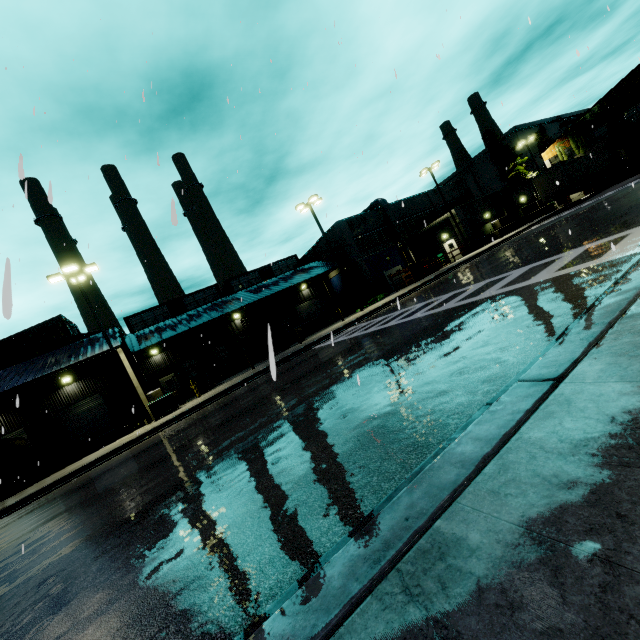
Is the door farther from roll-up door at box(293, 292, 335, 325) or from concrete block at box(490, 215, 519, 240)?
concrete block at box(490, 215, 519, 240)

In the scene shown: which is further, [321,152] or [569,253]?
[569,253]

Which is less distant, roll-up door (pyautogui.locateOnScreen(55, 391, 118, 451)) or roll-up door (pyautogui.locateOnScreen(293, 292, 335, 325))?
roll-up door (pyautogui.locateOnScreen(55, 391, 118, 451))

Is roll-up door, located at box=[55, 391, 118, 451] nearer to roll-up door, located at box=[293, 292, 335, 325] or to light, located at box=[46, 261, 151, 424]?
light, located at box=[46, 261, 151, 424]

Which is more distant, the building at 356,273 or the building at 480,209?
the building at 356,273

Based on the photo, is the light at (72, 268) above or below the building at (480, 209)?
above

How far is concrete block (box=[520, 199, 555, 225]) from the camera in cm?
3703

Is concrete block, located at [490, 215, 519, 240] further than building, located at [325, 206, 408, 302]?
No
